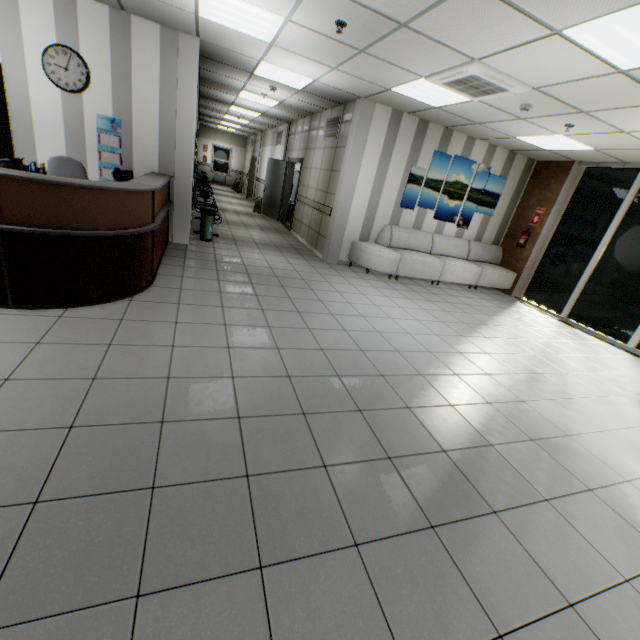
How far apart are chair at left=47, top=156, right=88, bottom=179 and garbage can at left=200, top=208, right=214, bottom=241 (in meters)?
2.03

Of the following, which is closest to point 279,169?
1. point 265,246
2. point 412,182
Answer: point 265,246

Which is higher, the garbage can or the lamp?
the lamp

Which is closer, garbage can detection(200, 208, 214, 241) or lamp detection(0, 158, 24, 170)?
lamp detection(0, 158, 24, 170)

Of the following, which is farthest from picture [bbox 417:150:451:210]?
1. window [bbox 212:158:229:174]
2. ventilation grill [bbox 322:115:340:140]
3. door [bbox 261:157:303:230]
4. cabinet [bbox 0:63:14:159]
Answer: window [bbox 212:158:229:174]

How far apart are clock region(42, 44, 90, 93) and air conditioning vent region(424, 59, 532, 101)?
5.0 meters

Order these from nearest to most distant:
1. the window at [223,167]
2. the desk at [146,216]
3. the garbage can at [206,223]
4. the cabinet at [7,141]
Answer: the desk at [146,216]
the cabinet at [7,141]
the garbage can at [206,223]
the window at [223,167]

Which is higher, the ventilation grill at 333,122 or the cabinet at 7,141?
the ventilation grill at 333,122
